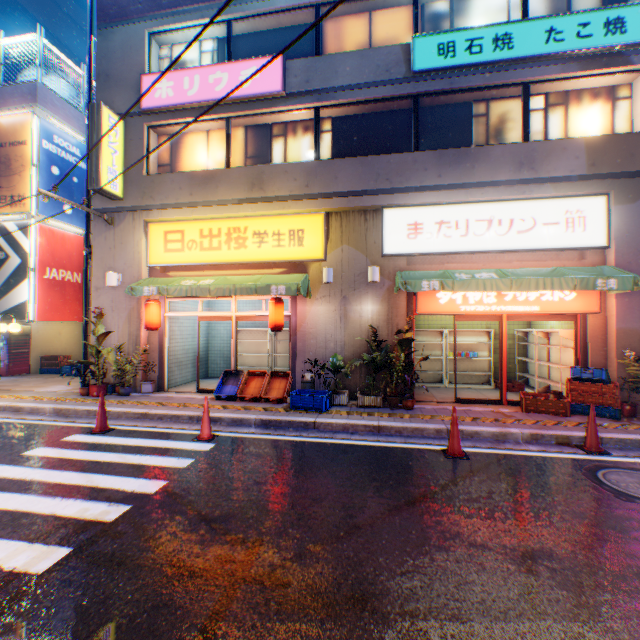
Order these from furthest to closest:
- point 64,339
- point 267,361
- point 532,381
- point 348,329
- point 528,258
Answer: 1. point 64,339
2. point 267,361
3. point 532,381
4. point 348,329
5. point 528,258

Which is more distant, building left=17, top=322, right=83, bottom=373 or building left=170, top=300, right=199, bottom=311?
building left=17, top=322, right=83, bottom=373

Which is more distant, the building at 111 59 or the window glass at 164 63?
the window glass at 164 63

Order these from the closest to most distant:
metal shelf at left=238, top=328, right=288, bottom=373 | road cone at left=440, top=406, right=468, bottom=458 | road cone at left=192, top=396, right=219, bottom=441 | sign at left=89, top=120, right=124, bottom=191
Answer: road cone at left=440, top=406, right=468, bottom=458 < road cone at left=192, top=396, right=219, bottom=441 < sign at left=89, top=120, right=124, bottom=191 < metal shelf at left=238, top=328, right=288, bottom=373

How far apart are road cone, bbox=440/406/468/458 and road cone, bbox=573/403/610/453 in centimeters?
221cm

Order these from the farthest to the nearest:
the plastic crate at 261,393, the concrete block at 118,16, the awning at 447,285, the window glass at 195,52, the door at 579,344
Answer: the window glass at 195,52, the concrete block at 118,16, the plastic crate at 261,393, the door at 579,344, the awning at 447,285

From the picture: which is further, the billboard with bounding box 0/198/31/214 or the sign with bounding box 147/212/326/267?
the billboard with bounding box 0/198/31/214

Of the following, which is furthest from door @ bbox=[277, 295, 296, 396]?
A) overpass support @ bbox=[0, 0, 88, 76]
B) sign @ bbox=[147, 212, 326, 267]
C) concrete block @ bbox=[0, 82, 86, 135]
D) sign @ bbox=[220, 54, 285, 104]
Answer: overpass support @ bbox=[0, 0, 88, 76]
